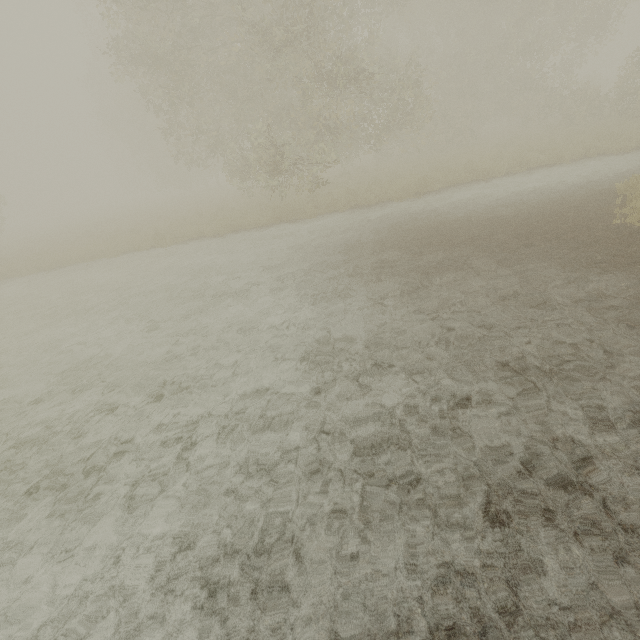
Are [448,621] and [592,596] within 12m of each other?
yes
